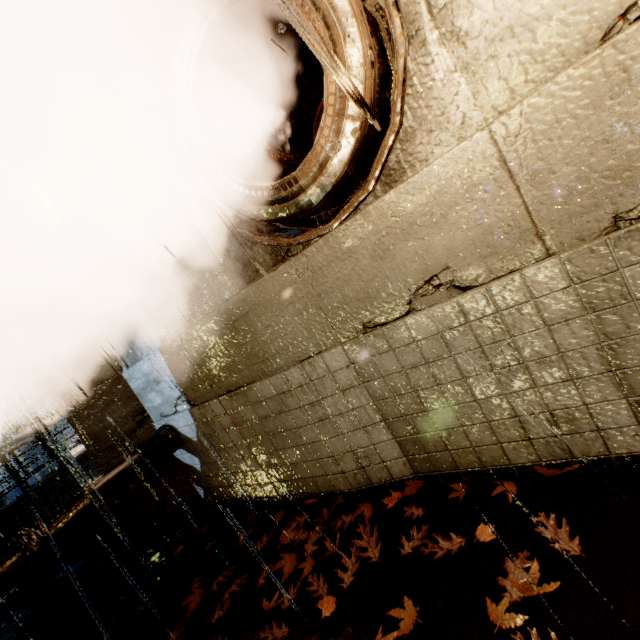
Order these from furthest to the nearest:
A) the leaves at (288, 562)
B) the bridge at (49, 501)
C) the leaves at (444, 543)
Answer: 1. the bridge at (49, 501)
2. the leaves at (288, 562)
3. the leaves at (444, 543)

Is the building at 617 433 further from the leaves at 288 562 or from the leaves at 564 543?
the leaves at 564 543

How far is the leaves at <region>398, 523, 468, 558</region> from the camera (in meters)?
2.88

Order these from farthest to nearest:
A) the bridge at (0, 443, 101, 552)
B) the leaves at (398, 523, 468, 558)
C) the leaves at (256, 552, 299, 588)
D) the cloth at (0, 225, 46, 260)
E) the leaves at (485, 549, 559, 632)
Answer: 1. the bridge at (0, 443, 101, 552)
2. the cloth at (0, 225, 46, 260)
3. the leaves at (256, 552, 299, 588)
4. the leaves at (398, 523, 468, 558)
5. the leaves at (485, 549, 559, 632)

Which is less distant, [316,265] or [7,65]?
[316,265]

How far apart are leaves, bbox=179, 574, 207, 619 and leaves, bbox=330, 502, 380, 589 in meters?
0.2 m

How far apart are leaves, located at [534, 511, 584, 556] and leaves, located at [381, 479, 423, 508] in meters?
1.3

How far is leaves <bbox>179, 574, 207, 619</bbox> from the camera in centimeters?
391cm
